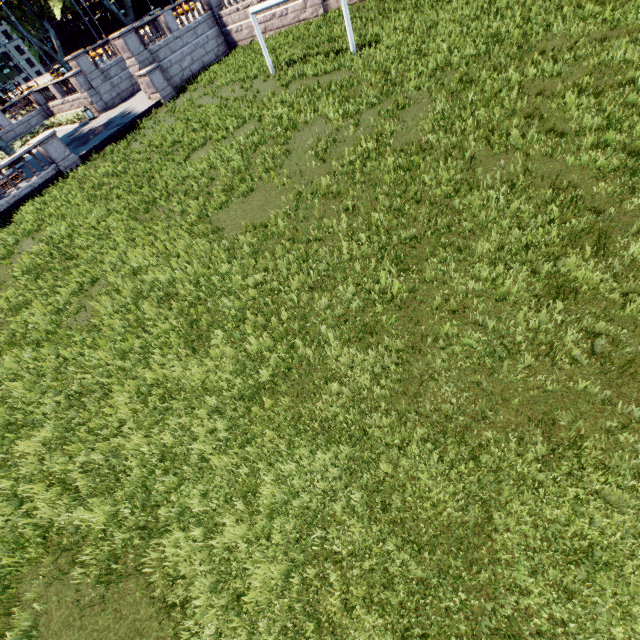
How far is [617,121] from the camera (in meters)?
7.09
